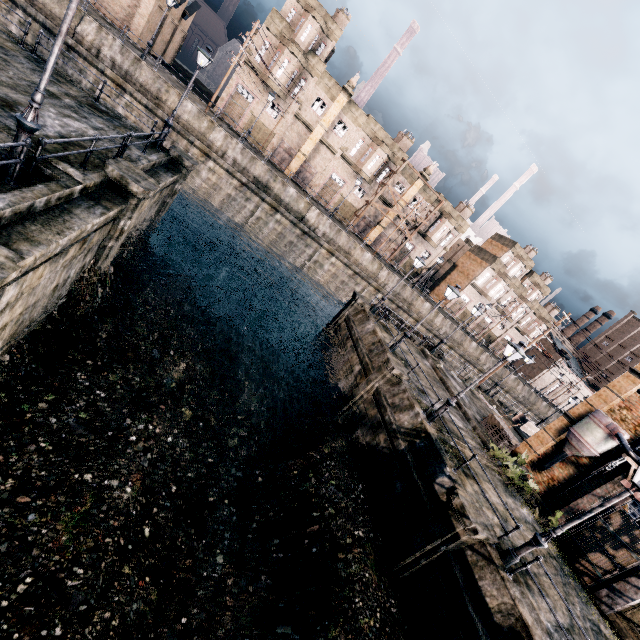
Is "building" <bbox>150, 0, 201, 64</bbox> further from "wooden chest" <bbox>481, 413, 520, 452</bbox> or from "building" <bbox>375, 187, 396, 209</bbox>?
"wooden chest" <bbox>481, 413, 520, 452</bbox>

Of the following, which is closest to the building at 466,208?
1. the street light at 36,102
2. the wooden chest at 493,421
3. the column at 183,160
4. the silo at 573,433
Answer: the column at 183,160

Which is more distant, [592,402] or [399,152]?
[399,152]

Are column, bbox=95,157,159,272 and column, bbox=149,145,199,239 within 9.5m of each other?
yes

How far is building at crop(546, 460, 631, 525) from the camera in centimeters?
1598cm

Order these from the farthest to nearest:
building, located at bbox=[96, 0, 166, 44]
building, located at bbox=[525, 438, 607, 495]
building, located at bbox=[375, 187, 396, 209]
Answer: building, located at bbox=[375, 187, 396, 209]
building, located at bbox=[96, 0, 166, 44]
building, located at bbox=[525, 438, 607, 495]

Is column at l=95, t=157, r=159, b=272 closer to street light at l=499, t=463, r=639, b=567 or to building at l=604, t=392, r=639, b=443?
street light at l=499, t=463, r=639, b=567

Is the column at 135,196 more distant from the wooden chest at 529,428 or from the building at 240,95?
the wooden chest at 529,428
